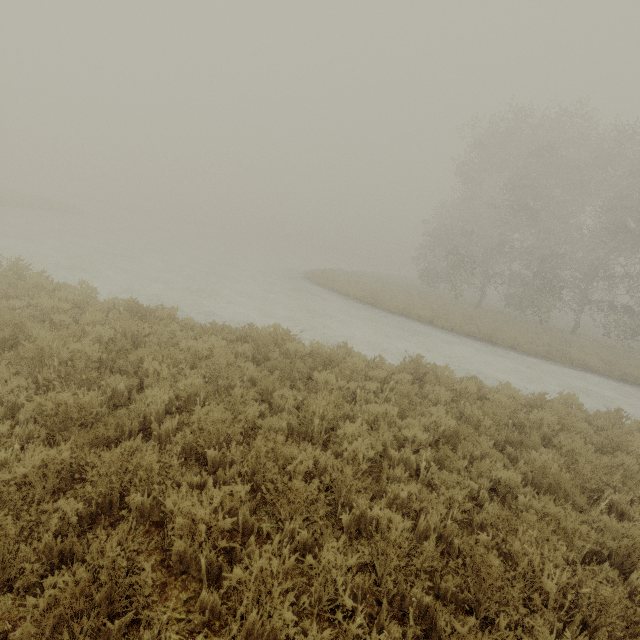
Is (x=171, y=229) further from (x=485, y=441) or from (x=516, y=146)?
(x=485, y=441)
